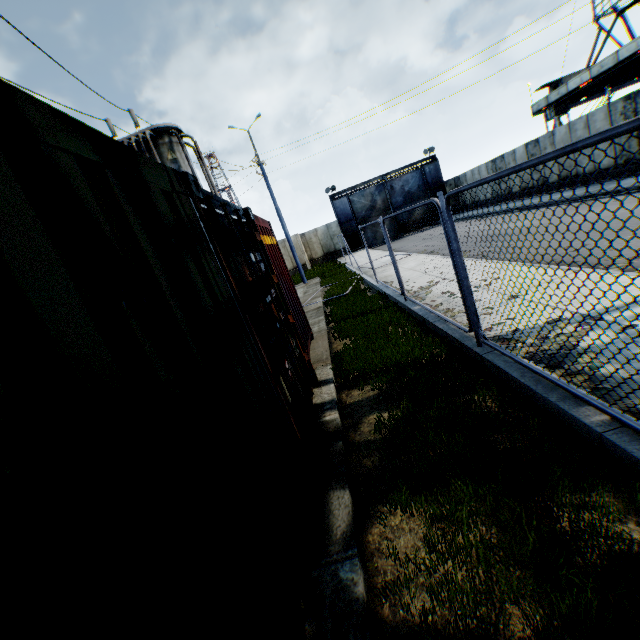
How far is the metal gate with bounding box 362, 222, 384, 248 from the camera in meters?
32.7 m

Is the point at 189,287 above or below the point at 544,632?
above

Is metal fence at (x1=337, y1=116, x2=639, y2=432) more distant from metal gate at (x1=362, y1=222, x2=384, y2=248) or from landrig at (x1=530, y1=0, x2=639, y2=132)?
landrig at (x1=530, y1=0, x2=639, y2=132)

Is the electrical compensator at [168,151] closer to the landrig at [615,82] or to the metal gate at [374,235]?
the metal gate at [374,235]

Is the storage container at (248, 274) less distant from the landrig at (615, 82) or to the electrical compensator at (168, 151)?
the electrical compensator at (168, 151)

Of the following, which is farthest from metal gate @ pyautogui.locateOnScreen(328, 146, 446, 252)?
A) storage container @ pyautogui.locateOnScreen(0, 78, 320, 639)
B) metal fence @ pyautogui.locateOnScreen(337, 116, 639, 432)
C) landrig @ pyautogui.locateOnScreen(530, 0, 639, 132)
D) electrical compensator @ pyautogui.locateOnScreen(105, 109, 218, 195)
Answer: storage container @ pyautogui.locateOnScreen(0, 78, 320, 639)

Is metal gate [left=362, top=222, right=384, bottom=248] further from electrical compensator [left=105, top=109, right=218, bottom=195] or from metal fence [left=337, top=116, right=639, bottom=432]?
electrical compensator [left=105, top=109, right=218, bottom=195]

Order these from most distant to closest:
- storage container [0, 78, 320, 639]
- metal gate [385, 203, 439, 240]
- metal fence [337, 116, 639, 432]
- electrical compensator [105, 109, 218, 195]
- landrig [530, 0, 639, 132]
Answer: metal gate [385, 203, 439, 240] → landrig [530, 0, 639, 132] → electrical compensator [105, 109, 218, 195] → metal fence [337, 116, 639, 432] → storage container [0, 78, 320, 639]
